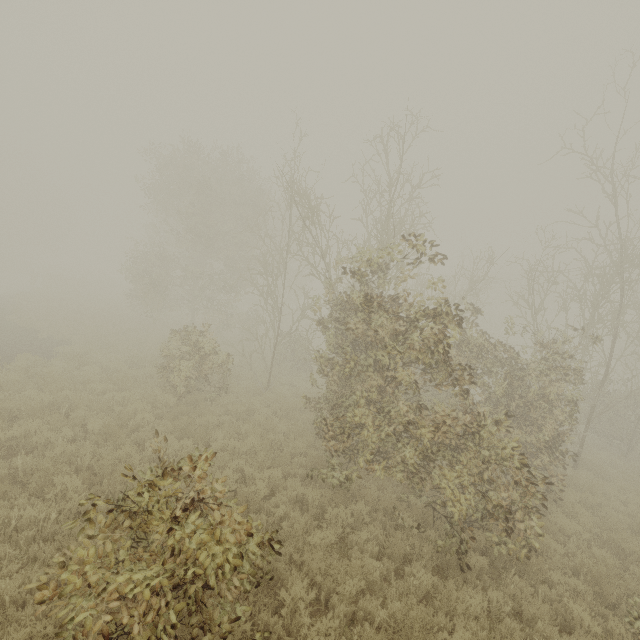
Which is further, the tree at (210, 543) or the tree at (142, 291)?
the tree at (142, 291)

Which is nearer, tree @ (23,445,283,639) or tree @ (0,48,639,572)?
tree @ (23,445,283,639)

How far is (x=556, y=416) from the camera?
10.17m
